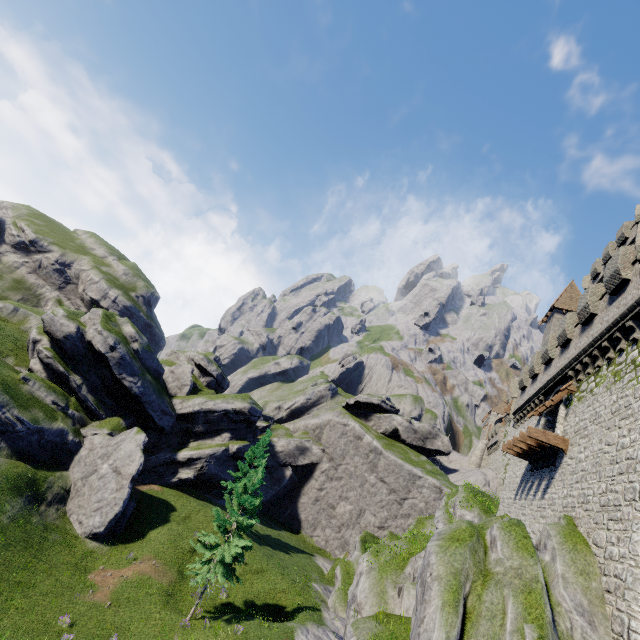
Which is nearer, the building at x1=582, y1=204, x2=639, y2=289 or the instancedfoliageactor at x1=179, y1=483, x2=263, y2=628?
the instancedfoliageactor at x1=179, y1=483, x2=263, y2=628

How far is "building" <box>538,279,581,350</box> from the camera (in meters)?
36.84

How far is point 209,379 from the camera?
50.62m

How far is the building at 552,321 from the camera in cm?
3684

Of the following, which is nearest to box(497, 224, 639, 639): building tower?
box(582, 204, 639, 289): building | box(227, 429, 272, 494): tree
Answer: box(582, 204, 639, 289): building

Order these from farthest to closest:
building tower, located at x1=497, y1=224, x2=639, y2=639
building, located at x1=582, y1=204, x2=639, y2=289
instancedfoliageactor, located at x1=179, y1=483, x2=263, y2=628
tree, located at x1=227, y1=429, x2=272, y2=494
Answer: tree, located at x1=227, y1=429, x2=272, y2=494 → building, located at x1=582, y1=204, x2=639, y2=289 → instancedfoliageactor, located at x1=179, y1=483, x2=263, y2=628 → building tower, located at x1=497, y1=224, x2=639, y2=639

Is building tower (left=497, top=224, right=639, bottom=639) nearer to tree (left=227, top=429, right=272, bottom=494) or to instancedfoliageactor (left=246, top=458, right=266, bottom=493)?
instancedfoliageactor (left=246, top=458, right=266, bottom=493)

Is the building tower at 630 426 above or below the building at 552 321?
below
